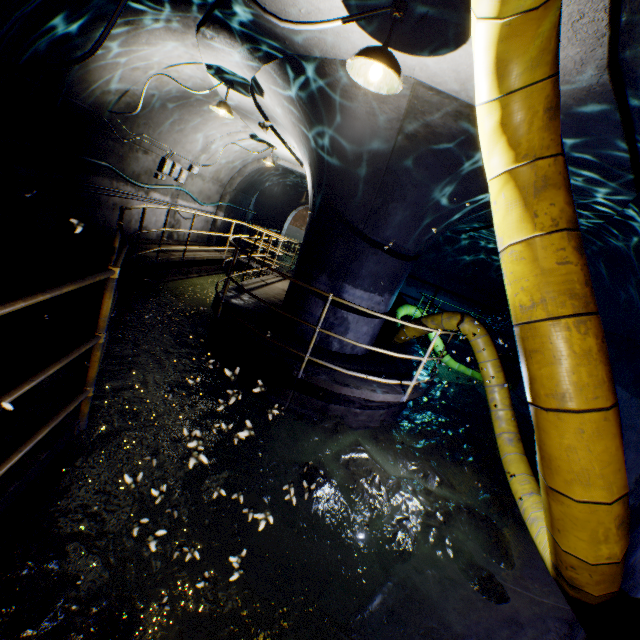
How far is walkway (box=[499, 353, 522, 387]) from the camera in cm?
1248

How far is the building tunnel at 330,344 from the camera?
6.0 meters

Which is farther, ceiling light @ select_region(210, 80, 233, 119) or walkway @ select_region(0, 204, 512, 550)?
ceiling light @ select_region(210, 80, 233, 119)

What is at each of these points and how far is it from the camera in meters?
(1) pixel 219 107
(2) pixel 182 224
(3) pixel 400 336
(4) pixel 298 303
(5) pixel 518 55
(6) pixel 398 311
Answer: (1) ceiling light, 5.5 m
(2) building tunnel, 10.5 m
(3) large conduit, 7.8 m
(4) building tunnel, 6.2 m
(5) large conduit, 1.7 m
(6) large conduit, 10.9 m

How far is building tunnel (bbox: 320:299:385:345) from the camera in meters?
5.9 m

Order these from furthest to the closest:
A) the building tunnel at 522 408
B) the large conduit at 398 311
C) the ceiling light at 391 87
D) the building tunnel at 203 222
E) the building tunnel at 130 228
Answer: the building tunnel at 203 222 < the large conduit at 398 311 < the building tunnel at 130 228 < the building tunnel at 522 408 < the ceiling light at 391 87

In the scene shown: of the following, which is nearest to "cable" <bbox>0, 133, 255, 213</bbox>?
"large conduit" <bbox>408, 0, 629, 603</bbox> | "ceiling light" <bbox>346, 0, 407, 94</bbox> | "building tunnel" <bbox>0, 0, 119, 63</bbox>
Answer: "building tunnel" <bbox>0, 0, 119, 63</bbox>

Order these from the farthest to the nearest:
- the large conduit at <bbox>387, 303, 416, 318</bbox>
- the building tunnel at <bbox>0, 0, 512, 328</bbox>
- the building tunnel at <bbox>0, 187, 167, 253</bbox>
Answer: the large conduit at <bbox>387, 303, 416, 318</bbox> → the building tunnel at <bbox>0, 187, 167, 253</bbox> → the building tunnel at <bbox>0, 0, 512, 328</bbox>
